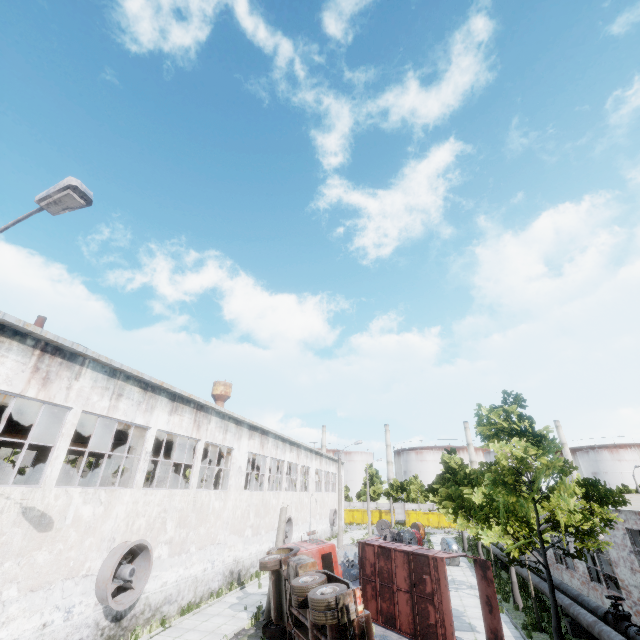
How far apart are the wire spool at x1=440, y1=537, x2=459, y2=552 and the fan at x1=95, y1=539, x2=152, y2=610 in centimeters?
2489cm

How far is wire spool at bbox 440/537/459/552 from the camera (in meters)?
27.77

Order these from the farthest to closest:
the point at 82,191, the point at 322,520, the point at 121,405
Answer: the point at 322,520
the point at 121,405
the point at 82,191

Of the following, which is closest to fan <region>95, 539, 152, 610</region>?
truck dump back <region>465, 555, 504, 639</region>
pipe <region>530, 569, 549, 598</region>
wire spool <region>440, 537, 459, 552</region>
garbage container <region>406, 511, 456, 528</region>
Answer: truck dump back <region>465, 555, 504, 639</region>

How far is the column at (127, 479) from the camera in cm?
1712

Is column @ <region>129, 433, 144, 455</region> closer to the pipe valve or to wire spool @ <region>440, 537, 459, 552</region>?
the pipe valve

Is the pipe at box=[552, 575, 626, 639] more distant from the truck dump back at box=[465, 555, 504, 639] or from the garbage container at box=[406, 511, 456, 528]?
the garbage container at box=[406, 511, 456, 528]

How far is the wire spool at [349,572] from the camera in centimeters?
2239cm
